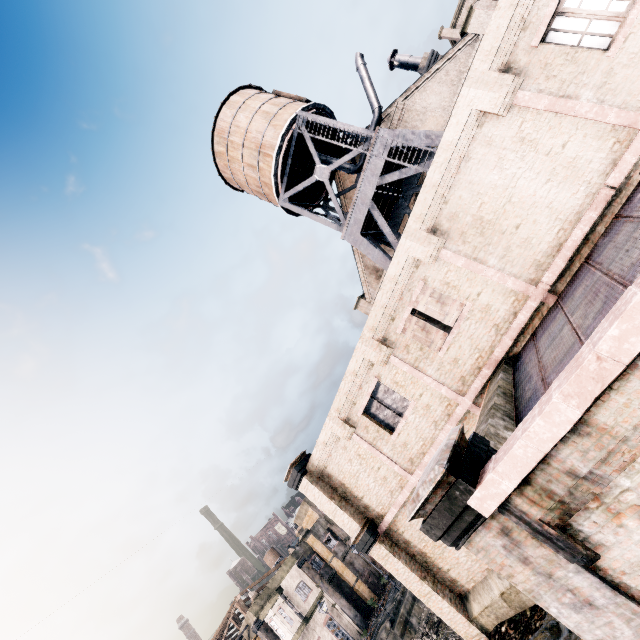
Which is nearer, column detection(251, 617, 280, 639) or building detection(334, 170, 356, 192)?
building detection(334, 170, 356, 192)

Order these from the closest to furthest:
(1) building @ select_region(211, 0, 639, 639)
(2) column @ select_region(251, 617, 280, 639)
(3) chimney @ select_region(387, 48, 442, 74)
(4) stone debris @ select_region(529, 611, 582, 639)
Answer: (1) building @ select_region(211, 0, 639, 639), (4) stone debris @ select_region(529, 611, 582, 639), (3) chimney @ select_region(387, 48, 442, 74), (2) column @ select_region(251, 617, 280, 639)

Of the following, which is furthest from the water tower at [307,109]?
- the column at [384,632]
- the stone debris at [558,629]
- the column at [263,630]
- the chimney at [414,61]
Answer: the column at [263,630]

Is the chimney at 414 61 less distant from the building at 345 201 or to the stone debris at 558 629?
the building at 345 201

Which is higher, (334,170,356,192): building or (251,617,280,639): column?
(334,170,356,192): building

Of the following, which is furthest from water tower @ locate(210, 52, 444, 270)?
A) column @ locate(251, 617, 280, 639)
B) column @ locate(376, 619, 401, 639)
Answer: column @ locate(251, 617, 280, 639)

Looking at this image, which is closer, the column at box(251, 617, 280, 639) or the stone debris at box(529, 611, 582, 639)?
the stone debris at box(529, 611, 582, 639)

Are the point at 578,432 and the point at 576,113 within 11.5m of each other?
yes
